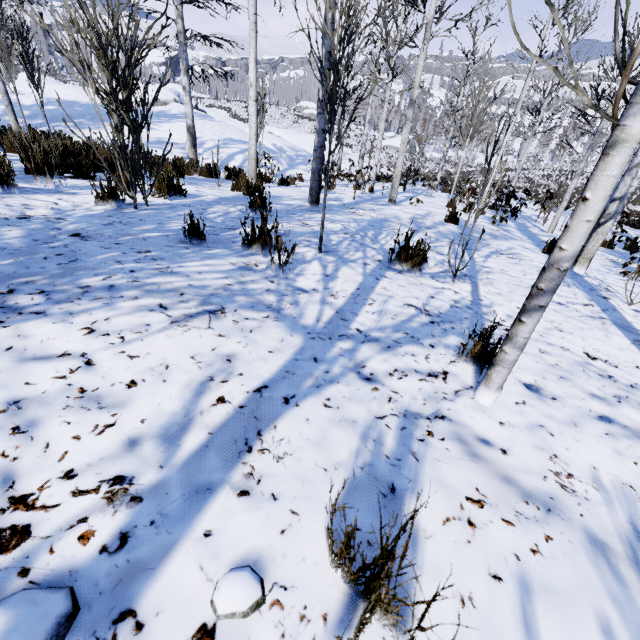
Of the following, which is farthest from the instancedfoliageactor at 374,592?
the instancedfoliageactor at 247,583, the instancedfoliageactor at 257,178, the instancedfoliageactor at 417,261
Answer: the instancedfoliageactor at 257,178

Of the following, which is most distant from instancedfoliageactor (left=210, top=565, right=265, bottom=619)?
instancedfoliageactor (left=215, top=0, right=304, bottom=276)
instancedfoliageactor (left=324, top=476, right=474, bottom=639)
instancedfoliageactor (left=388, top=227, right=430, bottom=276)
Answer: instancedfoliageactor (left=215, top=0, right=304, bottom=276)

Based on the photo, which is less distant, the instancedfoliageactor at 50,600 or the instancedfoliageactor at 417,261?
the instancedfoliageactor at 50,600

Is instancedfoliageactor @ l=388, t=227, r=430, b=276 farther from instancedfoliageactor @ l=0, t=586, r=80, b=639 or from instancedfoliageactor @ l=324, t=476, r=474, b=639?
instancedfoliageactor @ l=0, t=586, r=80, b=639

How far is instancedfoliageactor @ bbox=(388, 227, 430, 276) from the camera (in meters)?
3.26

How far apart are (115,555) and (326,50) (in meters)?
6.22
